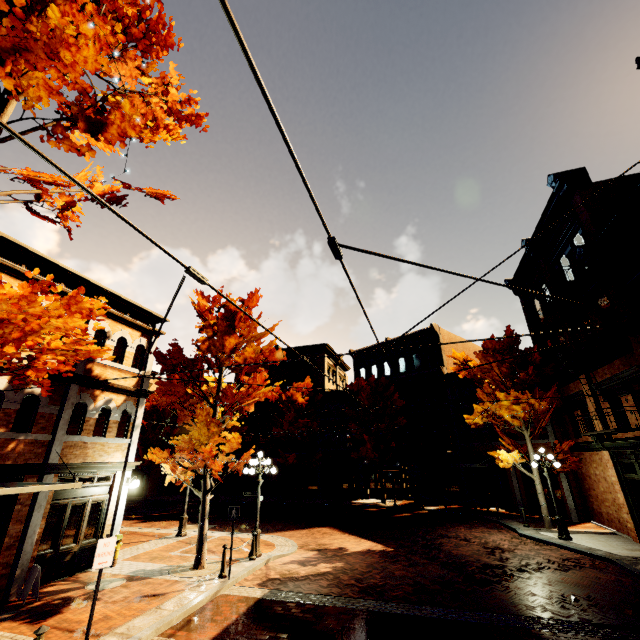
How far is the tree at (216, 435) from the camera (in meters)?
11.12

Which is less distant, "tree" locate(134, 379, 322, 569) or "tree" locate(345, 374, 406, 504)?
"tree" locate(134, 379, 322, 569)

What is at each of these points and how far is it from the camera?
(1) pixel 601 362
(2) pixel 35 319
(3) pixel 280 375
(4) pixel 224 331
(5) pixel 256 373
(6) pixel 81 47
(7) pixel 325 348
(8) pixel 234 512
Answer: (1) building, 14.63m
(2) tree, 4.77m
(3) building, 35.75m
(4) tree, 12.45m
(5) tree, 12.44m
(6) tree, 6.25m
(7) building, 35.59m
(8) sign, 10.53m

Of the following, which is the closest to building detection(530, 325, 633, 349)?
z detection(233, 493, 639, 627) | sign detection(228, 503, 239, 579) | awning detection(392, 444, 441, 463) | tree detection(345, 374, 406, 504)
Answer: awning detection(392, 444, 441, 463)

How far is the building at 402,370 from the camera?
28.11m

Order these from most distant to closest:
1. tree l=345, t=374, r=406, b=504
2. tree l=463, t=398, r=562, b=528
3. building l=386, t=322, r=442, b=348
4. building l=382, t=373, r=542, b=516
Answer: building l=386, t=322, r=442, b=348 → tree l=345, t=374, r=406, b=504 → building l=382, t=373, r=542, b=516 → tree l=463, t=398, r=562, b=528

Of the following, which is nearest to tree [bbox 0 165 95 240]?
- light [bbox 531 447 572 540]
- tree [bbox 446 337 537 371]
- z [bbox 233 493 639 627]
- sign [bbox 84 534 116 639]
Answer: tree [bbox 446 337 537 371]
